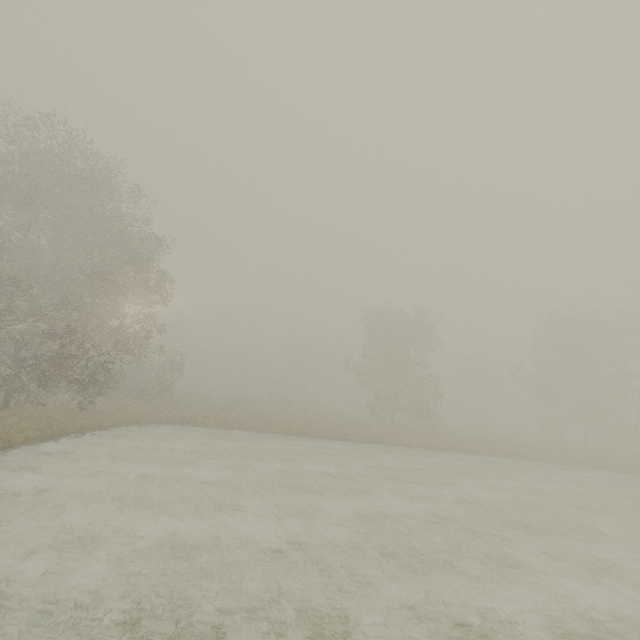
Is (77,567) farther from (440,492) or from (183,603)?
(440,492)
